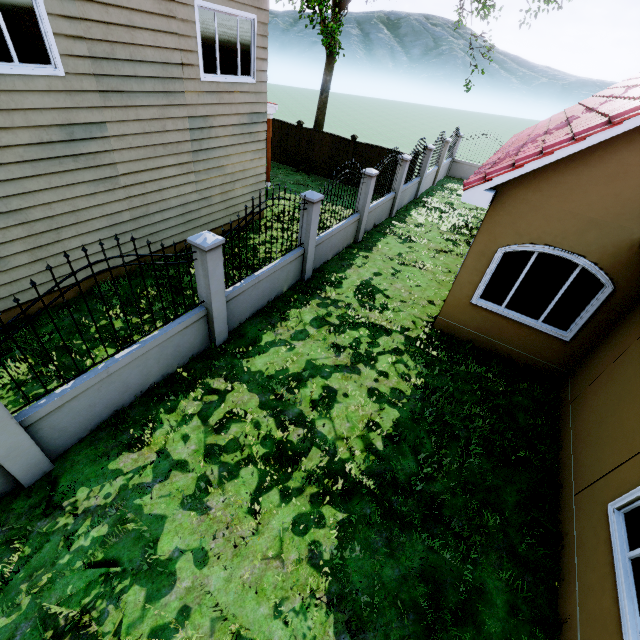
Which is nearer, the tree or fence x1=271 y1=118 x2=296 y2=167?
the tree

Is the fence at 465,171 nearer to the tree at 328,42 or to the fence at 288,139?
the fence at 288,139

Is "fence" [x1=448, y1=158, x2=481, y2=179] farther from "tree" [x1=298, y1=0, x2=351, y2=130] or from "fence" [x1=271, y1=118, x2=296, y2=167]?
"tree" [x1=298, y1=0, x2=351, y2=130]

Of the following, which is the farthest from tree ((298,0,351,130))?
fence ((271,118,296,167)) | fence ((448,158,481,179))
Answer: fence ((448,158,481,179))

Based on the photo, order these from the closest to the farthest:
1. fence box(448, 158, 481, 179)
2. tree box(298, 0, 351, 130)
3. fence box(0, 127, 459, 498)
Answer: fence box(0, 127, 459, 498) → tree box(298, 0, 351, 130) → fence box(448, 158, 481, 179)

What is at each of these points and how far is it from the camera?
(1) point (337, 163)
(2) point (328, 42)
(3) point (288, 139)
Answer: (1) fence, 16.0m
(2) tree, 14.1m
(3) fence, 16.7m
